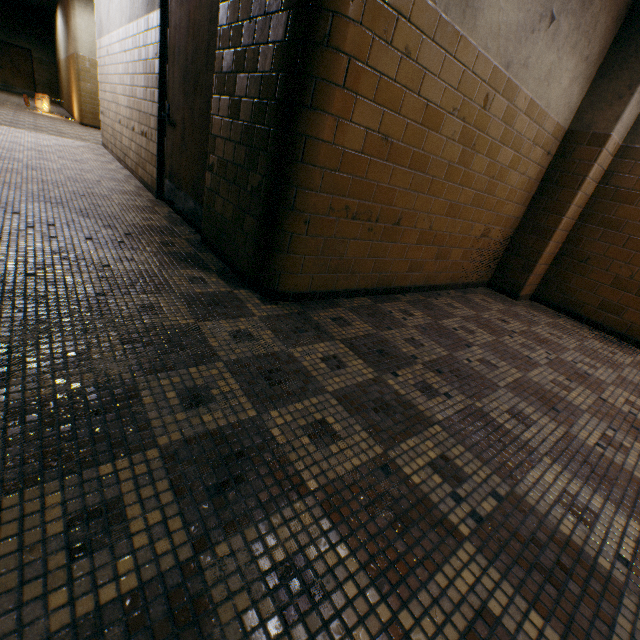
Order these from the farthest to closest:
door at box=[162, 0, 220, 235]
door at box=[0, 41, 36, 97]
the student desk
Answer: door at box=[0, 41, 36, 97]
the student desk
door at box=[162, 0, 220, 235]

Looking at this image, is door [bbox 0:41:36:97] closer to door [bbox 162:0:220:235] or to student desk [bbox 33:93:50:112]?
student desk [bbox 33:93:50:112]

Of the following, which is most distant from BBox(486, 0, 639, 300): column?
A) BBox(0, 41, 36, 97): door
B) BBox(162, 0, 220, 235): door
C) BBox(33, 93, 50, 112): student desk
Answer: BBox(0, 41, 36, 97): door

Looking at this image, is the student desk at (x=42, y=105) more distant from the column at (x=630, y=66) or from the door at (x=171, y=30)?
the column at (x=630, y=66)

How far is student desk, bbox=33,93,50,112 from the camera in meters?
11.0

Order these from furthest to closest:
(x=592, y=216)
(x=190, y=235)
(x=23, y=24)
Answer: (x=23, y=24) < (x=592, y=216) < (x=190, y=235)

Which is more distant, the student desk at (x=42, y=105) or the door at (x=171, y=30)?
the student desk at (x=42, y=105)
